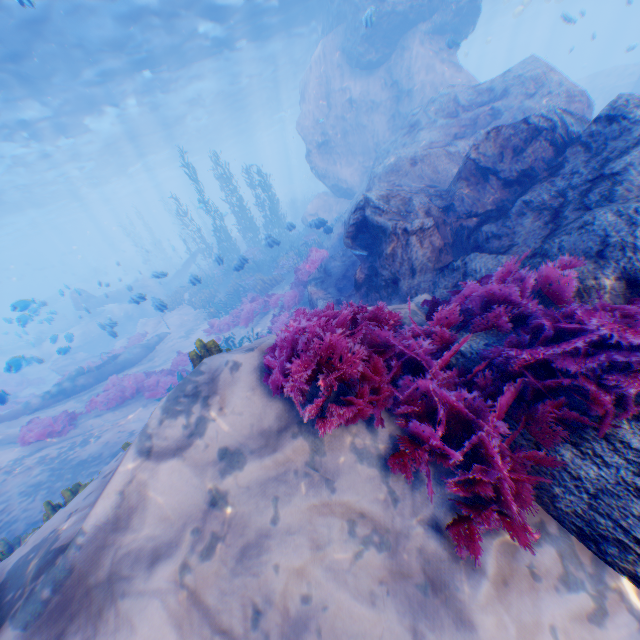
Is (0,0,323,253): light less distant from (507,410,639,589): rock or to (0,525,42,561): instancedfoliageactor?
(507,410,639,589): rock

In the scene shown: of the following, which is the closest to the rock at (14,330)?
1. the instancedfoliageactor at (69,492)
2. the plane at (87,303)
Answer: the plane at (87,303)

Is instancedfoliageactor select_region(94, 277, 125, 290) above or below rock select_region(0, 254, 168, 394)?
above

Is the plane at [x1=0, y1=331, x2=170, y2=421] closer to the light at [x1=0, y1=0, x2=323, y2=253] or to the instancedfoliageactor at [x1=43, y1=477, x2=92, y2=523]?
the instancedfoliageactor at [x1=43, y1=477, x2=92, y2=523]

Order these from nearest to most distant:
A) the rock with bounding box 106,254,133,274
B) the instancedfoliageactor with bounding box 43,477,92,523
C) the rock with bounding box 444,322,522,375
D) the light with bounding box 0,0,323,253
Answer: the rock with bounding box 444,322,522,375 < the instancedfoliageactor with bounding box 43,477,92,523 < the light with bounding box 0,0,323,253 < the rock with bounding box 106,254,133,274

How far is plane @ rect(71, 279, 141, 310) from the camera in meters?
19.2 m

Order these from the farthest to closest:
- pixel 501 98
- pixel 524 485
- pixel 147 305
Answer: pixel 147 305 → pixel 501 98 → pixel 524 485

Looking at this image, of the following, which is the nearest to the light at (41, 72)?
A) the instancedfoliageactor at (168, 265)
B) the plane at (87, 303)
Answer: the instancedfoliageactor at (168, 265)
